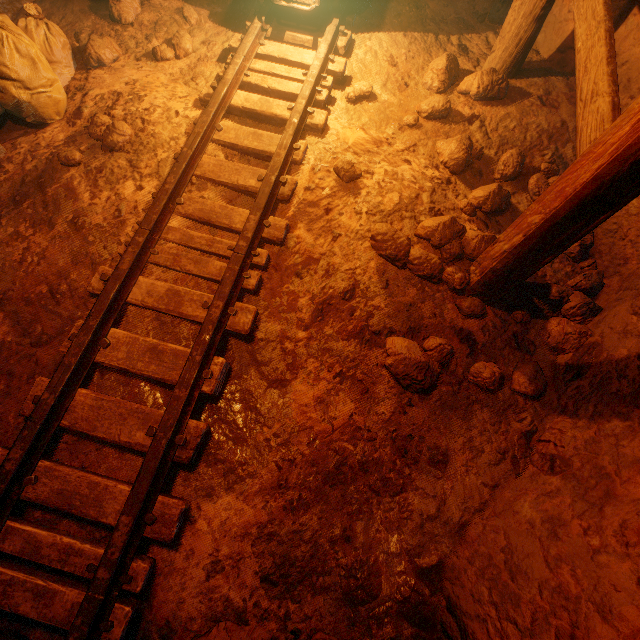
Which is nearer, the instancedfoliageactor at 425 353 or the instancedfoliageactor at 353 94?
the instancedfoliageactor at 425 353

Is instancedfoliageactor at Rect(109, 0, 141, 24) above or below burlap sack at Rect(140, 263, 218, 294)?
above

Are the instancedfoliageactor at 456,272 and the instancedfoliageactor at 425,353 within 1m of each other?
yes

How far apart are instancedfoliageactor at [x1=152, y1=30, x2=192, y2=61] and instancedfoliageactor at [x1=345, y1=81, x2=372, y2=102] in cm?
170

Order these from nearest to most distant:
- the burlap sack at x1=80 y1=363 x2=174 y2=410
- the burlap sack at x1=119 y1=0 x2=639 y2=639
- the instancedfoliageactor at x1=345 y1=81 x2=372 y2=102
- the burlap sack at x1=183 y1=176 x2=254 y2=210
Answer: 1. the burlap sack at x1=119 y1=0 x2=639 y2=639
2. the burlap sack at x1=80 y1=363 x2=174 y2=410
3. the burlap sack at x1=183 y1=176 x2=254 y2=210
4. the instancedfoliageactor at x1=345 y1=81 x2=372 y2=102

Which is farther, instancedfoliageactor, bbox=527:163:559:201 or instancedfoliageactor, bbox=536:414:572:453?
instancedfoliageactor, bbox=527:163:559:201

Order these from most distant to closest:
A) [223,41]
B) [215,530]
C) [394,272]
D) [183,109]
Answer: [223,41] → [183,109] → [394,272] → [215,530]

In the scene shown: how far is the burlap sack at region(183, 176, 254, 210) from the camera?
2.60m
